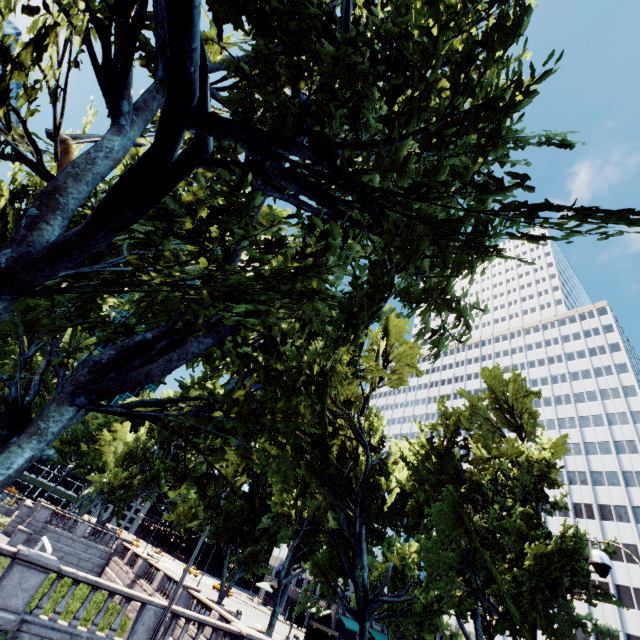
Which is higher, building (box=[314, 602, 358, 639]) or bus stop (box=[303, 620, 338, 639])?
building (box=[314, 602, 358, 639])

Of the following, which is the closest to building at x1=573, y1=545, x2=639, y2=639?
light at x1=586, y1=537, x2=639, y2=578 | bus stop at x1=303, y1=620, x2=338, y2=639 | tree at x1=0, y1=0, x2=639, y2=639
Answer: tree at x1=0, y1=0, x2=639, y2=639

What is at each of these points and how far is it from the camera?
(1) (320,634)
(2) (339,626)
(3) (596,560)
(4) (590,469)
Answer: (1) bus stop, 33.62m
(2) building, 57.88m
(3) light, 7.95m
(4) building, 58.00m

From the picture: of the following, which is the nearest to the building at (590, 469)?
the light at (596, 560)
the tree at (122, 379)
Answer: the tree at (122, 379)

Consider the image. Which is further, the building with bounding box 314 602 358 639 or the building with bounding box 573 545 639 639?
the building with bounding box 314 602 358 639

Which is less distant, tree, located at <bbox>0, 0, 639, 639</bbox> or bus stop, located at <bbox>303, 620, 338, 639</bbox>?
tree, located at <bbox>0, 0, 639, 639</bbox>

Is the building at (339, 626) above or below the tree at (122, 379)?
below

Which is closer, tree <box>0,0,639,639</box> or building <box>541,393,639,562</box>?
tree <box>0,0,639,639</box>
